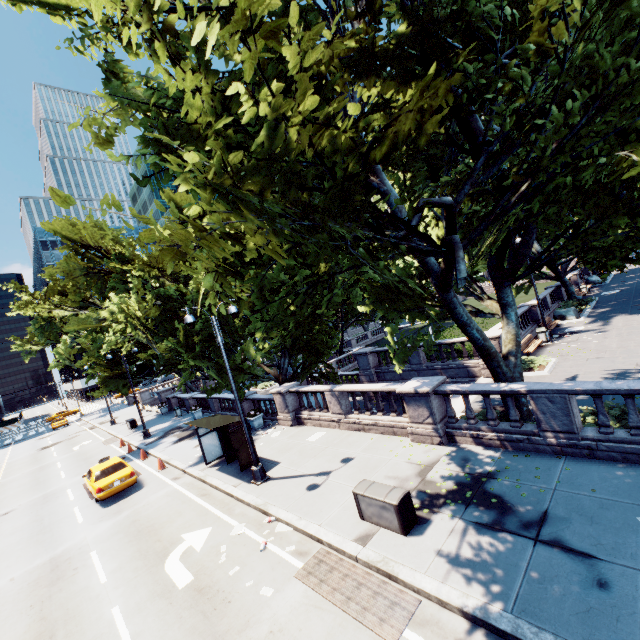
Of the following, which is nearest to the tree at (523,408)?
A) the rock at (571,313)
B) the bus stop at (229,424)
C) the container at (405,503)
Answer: the rock at (571,313)

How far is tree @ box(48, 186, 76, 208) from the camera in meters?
2.2

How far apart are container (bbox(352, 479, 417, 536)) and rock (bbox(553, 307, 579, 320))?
24.5 meters

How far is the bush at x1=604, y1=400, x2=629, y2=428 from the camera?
9.2 meters

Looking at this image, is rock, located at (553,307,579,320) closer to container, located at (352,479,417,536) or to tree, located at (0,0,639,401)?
tree, located at (0,0,639,401)

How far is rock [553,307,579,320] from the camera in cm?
A: 2541

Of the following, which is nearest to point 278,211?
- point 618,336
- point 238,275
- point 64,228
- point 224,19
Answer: point 238,275

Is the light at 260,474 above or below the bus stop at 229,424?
below
